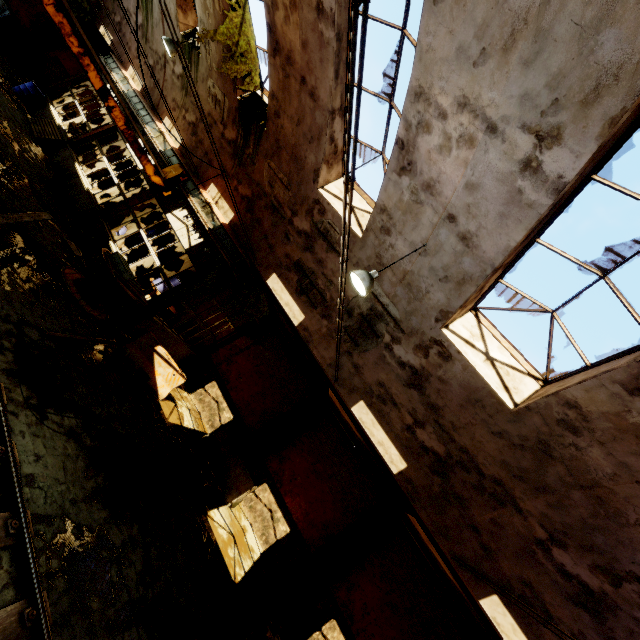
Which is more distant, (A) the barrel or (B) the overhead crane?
(A) the barrel

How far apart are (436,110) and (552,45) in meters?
1.8 m

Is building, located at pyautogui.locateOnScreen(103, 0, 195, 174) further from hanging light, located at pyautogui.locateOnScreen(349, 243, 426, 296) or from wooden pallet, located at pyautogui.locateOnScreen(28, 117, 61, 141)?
wooden pallet, located at pyautogui.locateOnScreen(28, 117, 61, 141)

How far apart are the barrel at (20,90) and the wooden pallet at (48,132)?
1.6 meters

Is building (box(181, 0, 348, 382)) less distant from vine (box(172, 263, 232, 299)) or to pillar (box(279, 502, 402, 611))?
vine (box(172, 263, 232, 299))

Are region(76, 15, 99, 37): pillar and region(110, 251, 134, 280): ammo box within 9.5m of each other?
no

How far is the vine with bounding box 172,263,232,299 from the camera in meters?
10.9

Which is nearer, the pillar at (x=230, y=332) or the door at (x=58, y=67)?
the pillar at (x=230, y=332)
